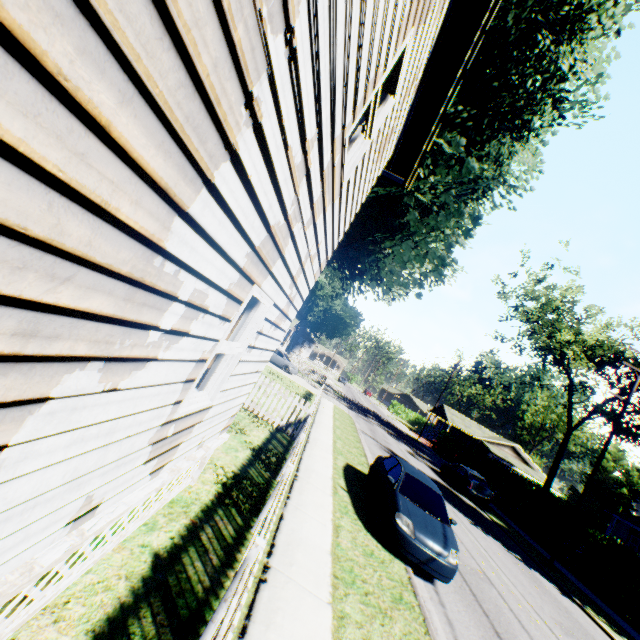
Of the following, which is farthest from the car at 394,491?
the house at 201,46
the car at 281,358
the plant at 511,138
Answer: the car at 281,358

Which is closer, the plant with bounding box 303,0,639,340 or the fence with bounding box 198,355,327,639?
the fence with bounding box 198,355,327,639

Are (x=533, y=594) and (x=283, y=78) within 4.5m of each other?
no

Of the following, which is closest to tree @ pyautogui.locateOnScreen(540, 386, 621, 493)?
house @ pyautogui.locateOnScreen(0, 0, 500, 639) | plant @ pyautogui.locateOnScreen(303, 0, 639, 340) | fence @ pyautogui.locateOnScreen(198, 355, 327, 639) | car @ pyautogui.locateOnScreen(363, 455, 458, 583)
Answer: plant @ pyautogui.locateOnScreen(303, 0, 639, 340)

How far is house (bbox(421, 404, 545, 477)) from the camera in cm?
4969

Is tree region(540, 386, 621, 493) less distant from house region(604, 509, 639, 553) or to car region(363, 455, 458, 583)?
house region(604, 509, 639, 553)

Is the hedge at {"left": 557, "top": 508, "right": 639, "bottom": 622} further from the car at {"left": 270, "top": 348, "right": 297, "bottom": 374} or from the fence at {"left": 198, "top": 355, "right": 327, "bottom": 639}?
the car at {"left": 270, "top": 348, "right": 297, "bottom": 374}

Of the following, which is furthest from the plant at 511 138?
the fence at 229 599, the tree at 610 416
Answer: the tree at 610 416
